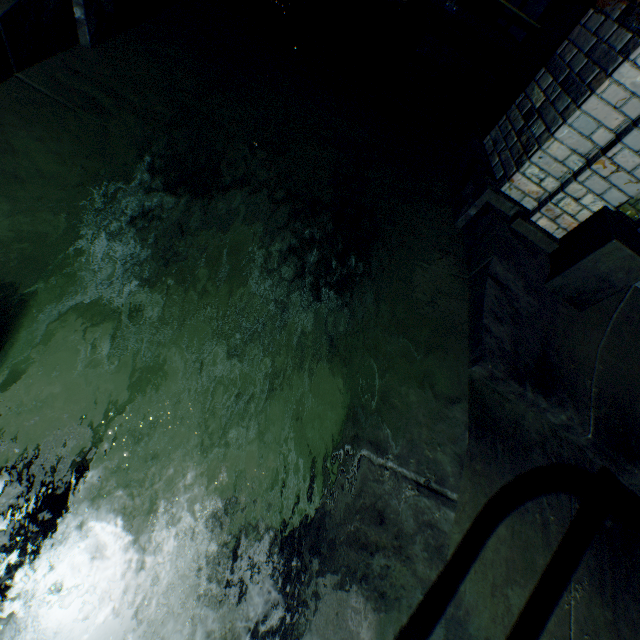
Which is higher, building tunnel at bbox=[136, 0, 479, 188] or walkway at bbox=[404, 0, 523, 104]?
walkway at bbox=[404, 0, 523, 104]

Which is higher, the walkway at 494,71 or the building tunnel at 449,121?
the walkway at 494,71

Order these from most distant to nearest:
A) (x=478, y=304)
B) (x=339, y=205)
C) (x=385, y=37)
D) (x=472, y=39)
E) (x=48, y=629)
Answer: (x=385, y=37) → (x=472, y=39) → (x=339, y=205) → (x=478, y=304) → (x=48, y=629)

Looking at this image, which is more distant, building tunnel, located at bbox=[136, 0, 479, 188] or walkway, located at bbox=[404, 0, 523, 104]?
walkway, located at bbox=[404, 0, 523, 104]

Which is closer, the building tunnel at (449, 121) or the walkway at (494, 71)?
the building tunnel at (449, 121)
